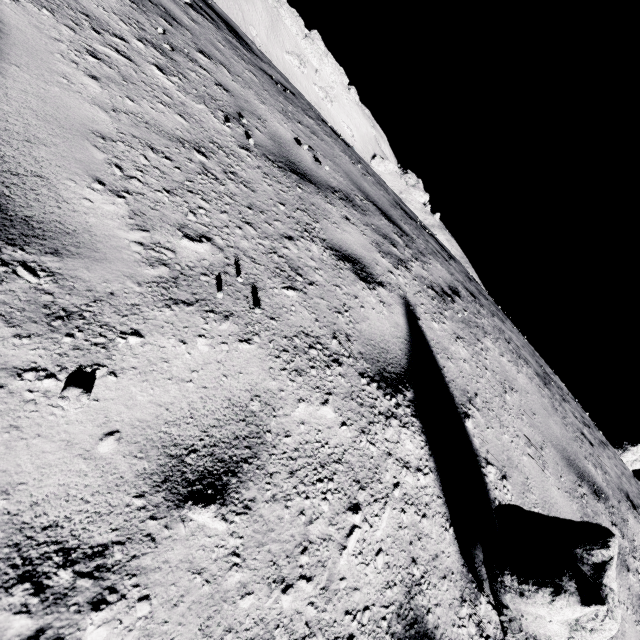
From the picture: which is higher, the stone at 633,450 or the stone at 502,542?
the stone at 633,450

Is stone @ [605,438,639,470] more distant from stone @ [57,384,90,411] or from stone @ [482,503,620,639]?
stone @ [57,384,90,411]

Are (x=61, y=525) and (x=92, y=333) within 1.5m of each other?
yes

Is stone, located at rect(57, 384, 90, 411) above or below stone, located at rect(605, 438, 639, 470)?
below

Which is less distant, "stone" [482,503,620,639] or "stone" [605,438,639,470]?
"stone" [482,503,620,639]

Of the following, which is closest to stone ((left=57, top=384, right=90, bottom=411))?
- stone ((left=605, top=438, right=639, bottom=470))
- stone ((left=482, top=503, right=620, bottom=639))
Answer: stone ((left=482, top=503, right=620, bottom=639))

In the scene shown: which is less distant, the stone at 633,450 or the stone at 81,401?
the stone at 81,401
